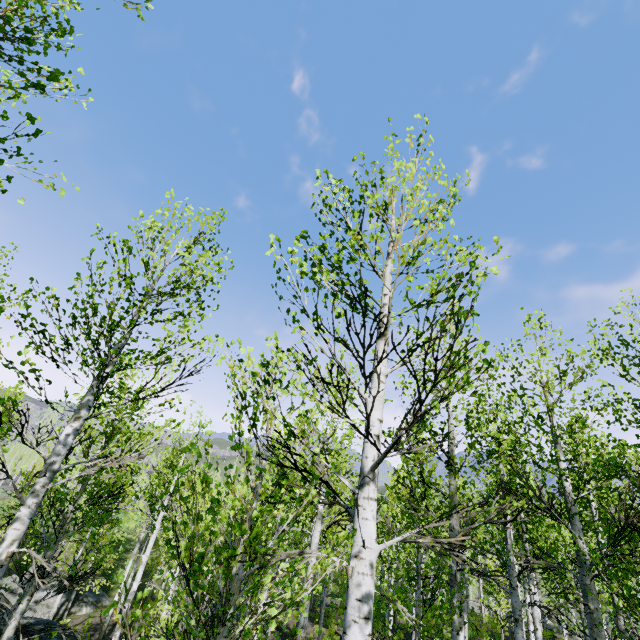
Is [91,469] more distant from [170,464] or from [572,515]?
[170,464]

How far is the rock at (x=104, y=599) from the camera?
20.32m

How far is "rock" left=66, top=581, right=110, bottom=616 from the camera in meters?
20.3 m
